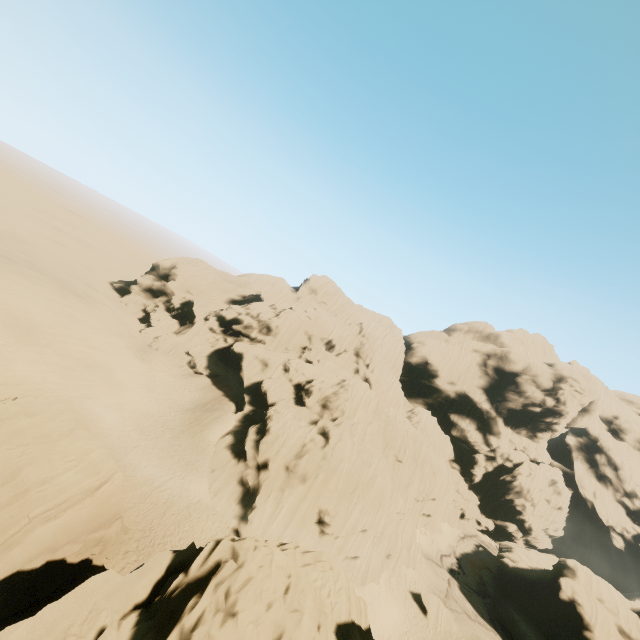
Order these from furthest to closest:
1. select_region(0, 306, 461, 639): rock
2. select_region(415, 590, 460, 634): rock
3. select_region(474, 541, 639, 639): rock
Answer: select_region(474, 541, 639, 639): rock → select_region(415, 590, 460, 634): rock → select_region(0, 306, 461, 639): rock

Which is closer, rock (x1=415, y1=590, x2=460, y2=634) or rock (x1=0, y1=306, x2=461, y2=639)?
rock (x1=0, y1=306, x2=461, y2=639)

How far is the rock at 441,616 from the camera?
33.16m

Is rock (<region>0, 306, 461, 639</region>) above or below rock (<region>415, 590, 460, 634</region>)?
above

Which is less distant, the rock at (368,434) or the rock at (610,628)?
the rock at (368,434)

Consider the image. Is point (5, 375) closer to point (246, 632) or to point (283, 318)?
point (246, 632)

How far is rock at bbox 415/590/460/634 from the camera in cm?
3316
